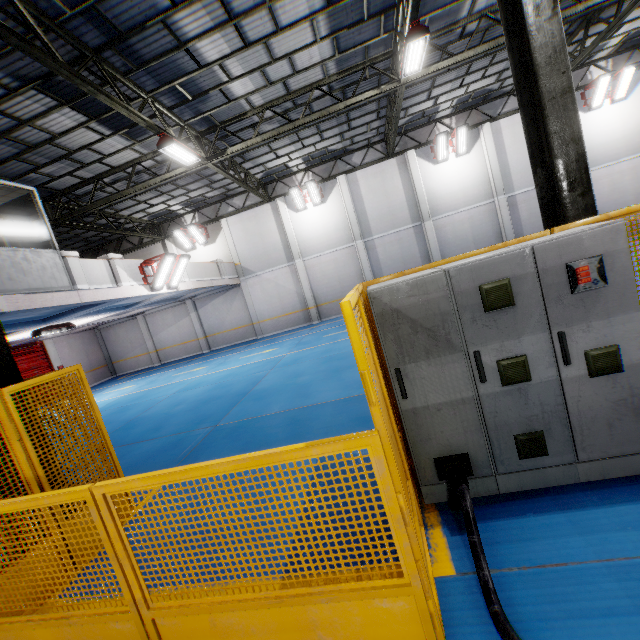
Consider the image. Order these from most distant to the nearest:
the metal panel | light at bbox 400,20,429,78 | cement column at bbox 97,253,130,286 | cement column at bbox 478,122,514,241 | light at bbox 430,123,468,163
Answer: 1. cement column at bbox 478,122,514,241
2. light at bbox 430,123,468,163
3. cement column at bbox 97,253,130,286
4. light at bbox 400,20,429,78
5. the metal panel

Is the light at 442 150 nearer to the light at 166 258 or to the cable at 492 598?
the light at 166 258

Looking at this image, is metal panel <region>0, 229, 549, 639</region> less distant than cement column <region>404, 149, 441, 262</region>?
Yes

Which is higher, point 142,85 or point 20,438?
point 142,85

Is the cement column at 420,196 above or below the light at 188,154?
below

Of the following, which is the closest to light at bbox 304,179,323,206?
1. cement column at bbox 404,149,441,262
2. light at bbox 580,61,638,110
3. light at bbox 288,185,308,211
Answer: light at bbox 288,185,308,211

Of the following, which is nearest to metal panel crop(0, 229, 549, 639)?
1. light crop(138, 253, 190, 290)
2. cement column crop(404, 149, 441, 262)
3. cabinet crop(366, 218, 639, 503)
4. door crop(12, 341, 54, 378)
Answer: cabinet crop(366, 218, 639, 503)

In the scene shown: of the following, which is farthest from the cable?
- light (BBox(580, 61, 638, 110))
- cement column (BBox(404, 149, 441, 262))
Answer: light (BBox(580, 61, 638, 110))
